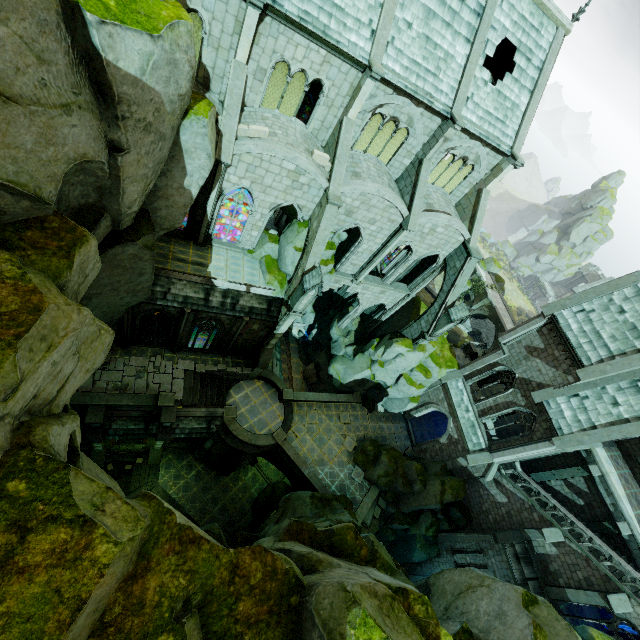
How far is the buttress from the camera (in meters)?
17.83

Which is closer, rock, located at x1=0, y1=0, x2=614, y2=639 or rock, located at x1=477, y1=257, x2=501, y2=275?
rock, located at x1=0, y1=0, x2=614, y2=639

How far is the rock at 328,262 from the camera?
21.20m

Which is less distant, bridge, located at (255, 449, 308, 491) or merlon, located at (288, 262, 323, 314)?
merlon, located at (288, 262, 323, 314)

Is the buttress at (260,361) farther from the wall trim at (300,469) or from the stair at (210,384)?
the wall trim at (300,469)

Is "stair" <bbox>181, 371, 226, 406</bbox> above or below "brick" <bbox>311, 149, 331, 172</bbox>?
below

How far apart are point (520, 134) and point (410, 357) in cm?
1711

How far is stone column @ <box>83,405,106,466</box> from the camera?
18.9m
